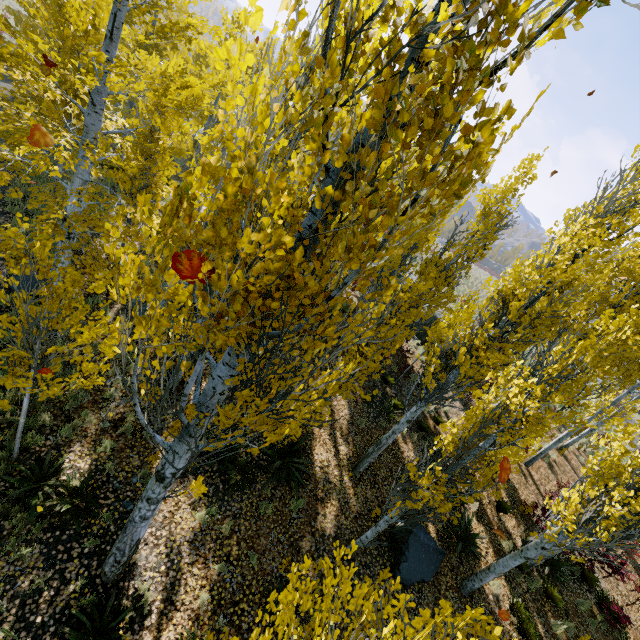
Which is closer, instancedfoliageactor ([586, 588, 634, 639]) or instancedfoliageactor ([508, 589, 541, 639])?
instancedfoliageactor ([508, 589, 541, 639])

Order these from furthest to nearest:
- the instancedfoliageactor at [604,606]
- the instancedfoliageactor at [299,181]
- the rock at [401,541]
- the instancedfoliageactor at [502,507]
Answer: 1. the instancedfoliageactor at [604,606]
2. the rock at [401,541]
3. the instancedfoliageactor at [502,507]
4. the instancedfoliageactor at [299,181]

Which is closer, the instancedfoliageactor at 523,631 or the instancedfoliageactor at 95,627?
the instancedfoliageactor at 95,627

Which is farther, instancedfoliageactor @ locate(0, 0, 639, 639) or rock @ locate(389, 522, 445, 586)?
rock @ locate(389, 522, 445, 586)

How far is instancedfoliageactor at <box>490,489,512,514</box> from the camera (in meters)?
5.47

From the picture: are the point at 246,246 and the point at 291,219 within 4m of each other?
yes
